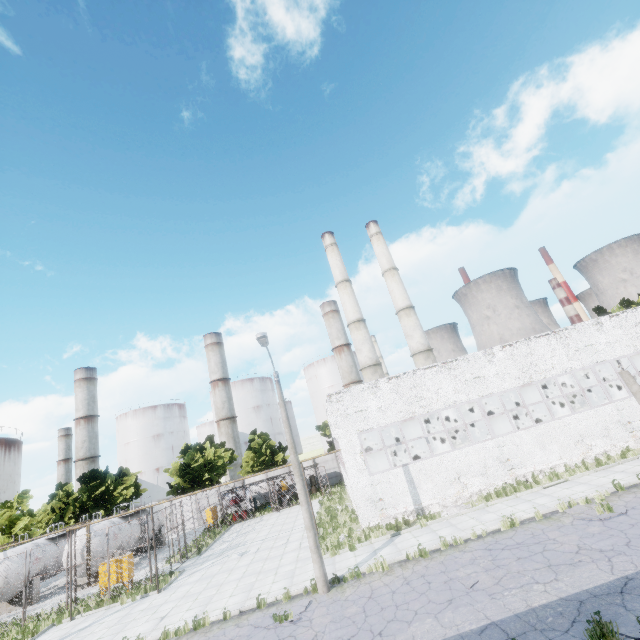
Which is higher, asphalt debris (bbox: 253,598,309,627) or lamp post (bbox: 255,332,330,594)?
lamp post (bbox: 255,332,330,594)

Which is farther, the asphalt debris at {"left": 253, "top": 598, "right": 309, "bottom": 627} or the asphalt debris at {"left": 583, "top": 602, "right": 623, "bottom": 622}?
the asphalt debris at {"left": 253, "top": 598, "right": 309, "bottom": 627}

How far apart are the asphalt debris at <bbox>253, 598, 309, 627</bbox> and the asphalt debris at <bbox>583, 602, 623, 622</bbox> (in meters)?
8.49

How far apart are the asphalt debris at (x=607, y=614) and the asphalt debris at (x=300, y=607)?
8.5m

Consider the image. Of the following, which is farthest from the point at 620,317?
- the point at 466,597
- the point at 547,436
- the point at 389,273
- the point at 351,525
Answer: the point at 389,273

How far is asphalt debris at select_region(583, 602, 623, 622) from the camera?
7.3m

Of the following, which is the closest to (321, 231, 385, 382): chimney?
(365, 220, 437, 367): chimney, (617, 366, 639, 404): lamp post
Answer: (365, 220, 437, 367): chimney

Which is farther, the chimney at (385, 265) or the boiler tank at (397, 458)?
the chimney at (385, 265)
